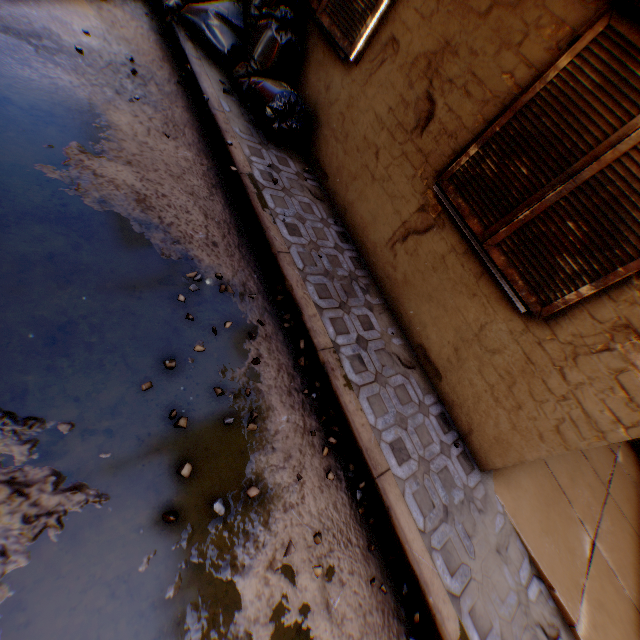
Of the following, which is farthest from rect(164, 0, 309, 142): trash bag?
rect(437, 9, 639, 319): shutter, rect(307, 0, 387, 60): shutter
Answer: rect(437, 9, 639, 319): shutter

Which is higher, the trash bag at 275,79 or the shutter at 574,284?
the shutter at 574,284

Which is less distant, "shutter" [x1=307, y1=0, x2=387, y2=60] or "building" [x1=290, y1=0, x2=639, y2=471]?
"building" [x1=290, y1=0, x2=639, y2=471]

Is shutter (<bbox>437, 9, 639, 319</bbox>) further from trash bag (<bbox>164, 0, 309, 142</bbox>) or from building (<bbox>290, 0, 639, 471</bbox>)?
trash bag (<bbox>164, 0, 309, 142</bbox>)

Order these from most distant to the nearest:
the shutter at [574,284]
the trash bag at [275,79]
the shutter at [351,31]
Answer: the trash bag at [275,79] < the shutter at [351,31] < the shutter at [574,284]

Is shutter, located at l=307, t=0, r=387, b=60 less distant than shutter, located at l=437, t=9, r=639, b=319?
No

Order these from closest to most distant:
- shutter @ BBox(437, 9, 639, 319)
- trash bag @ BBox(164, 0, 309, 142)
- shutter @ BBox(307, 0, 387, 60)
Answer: shutter @ BBox(437, 9, 639, 319)
shutter @ BBox(307, 0, 387, 60)
trash bag @ BBox(164, 0, 309, 142)

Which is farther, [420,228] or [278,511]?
[420,228]
